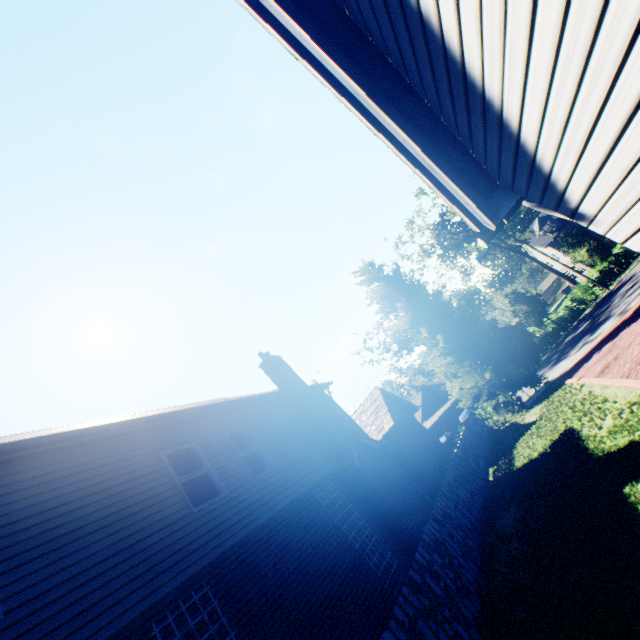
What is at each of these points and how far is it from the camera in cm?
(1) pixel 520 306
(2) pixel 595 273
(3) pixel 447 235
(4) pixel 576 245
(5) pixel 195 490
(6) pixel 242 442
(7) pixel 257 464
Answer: (1) tree, 3216
(2) hedge, 3194
(3) tree, 3731
(4) tree, 3045
(5) curtain, 766
(6) curtain, 984
(7) curtain, 950

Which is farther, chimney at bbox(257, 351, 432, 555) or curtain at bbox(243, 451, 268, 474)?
chimney at bbox(257, 351, 432, 555)

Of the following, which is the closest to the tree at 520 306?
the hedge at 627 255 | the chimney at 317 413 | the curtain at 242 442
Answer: the hedge at 627 255

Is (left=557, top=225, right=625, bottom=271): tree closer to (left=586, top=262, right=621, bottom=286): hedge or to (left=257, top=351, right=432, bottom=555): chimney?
(left=586, top=262, right=621, bottom=286): hedge

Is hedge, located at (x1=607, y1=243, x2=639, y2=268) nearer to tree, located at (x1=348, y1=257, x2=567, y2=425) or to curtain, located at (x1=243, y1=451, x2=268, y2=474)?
tree, located at (x1=348, y1=257, x2=567, y2=425)

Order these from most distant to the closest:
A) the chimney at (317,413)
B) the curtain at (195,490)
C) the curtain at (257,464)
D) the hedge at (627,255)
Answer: the hedge at (627,255)
the chimney at (317,413)
the curtain at (257,464)
the curtain at (195,490)
